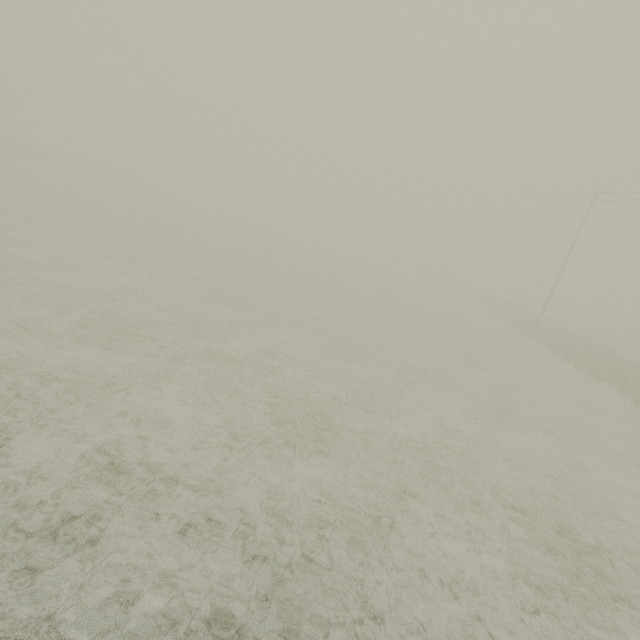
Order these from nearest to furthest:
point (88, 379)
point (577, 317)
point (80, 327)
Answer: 1. point (88, 379)
2. point (80, 327)
3. point (577, 317)
